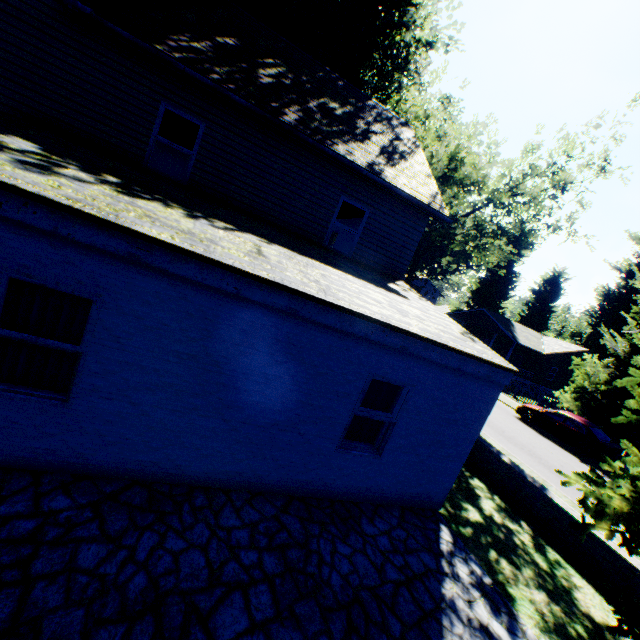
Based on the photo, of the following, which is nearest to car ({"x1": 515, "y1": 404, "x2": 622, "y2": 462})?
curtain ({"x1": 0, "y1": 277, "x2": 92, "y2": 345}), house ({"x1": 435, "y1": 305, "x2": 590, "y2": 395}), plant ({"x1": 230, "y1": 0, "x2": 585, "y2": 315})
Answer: plant ({"x1": 230, "y1": 0, "x2": 585, "y2": 315})

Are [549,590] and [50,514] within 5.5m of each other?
no

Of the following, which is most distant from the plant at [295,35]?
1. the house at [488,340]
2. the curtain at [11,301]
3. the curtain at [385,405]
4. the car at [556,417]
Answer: the curtain at [11,301]

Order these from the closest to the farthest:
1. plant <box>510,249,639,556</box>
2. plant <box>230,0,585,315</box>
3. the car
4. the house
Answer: plant <box>510,249,639,556</box>
plant <box>230,0,585,315</box>
the car
the house

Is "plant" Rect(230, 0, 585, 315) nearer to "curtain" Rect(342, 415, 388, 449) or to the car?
the car

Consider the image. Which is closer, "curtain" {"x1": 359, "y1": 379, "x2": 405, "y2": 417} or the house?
"curtain" {"x1": 359, "y1": 379, "x2": 405, "y2": 417}

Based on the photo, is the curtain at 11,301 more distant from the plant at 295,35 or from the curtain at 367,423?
the plant at 295,35

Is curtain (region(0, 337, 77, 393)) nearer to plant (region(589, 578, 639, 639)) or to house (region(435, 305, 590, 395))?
plant (region(589, 578, 639, 639))
